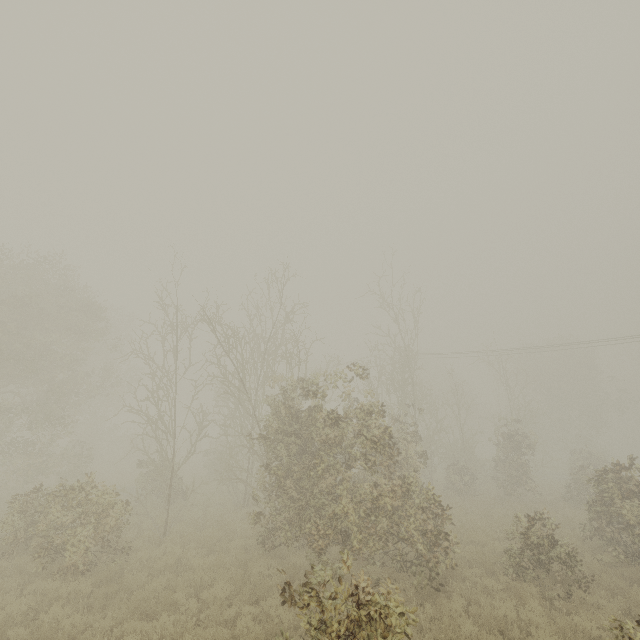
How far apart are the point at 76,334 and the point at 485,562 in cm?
2336
